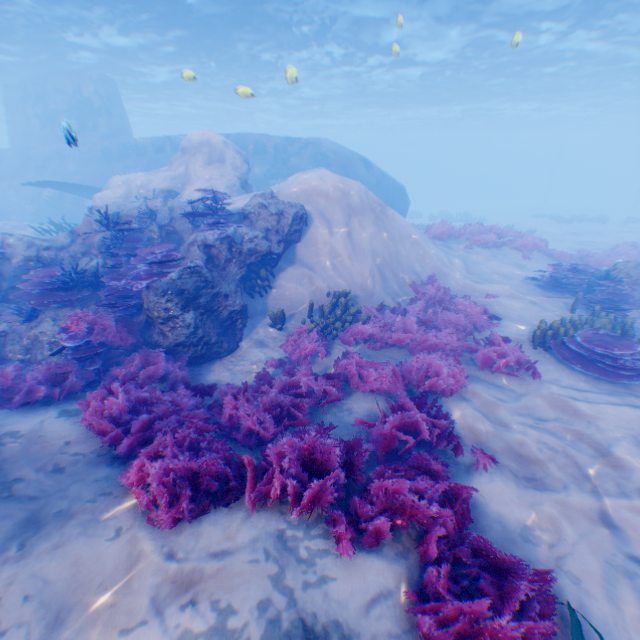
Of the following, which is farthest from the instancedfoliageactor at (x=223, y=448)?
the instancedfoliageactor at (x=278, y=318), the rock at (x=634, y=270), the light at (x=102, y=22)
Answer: the rock at (x=634, y=270)

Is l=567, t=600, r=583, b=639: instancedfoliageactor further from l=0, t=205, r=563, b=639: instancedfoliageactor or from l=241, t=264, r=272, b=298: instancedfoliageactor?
l=241, t=264, r=272, b=298: instancedfoliageactor

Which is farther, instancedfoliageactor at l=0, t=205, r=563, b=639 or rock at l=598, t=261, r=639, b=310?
rock at l=598, t=261, r=639, b=310

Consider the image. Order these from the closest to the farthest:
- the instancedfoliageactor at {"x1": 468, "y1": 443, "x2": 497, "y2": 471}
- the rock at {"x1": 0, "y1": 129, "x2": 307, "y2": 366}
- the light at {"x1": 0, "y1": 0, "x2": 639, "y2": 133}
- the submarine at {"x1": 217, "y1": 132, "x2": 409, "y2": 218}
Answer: the instancedfoliageactor at {"x1": 468, "y1": 443, "x2": 497, "y2": 471}
the rock at {"x1": 0, "y1": 129, "x2": 307, "y2": 366}
the light at {"x1": 0, "y1": 0, "x2": 639, "y2": 133}
the submarine at {"x1": 217, "y1": 132, "x2": 409, "y2": 218}

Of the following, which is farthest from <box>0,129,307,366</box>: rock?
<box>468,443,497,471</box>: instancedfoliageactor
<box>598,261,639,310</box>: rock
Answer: <box>598,261,639,310</box>: rock

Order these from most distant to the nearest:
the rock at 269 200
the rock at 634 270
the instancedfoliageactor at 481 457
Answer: the rock at 634 270 < the rock at 269 200 < the instancedfoliageactor at 481 457

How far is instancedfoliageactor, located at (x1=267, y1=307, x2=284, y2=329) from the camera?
8.2m

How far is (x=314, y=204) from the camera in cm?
989
